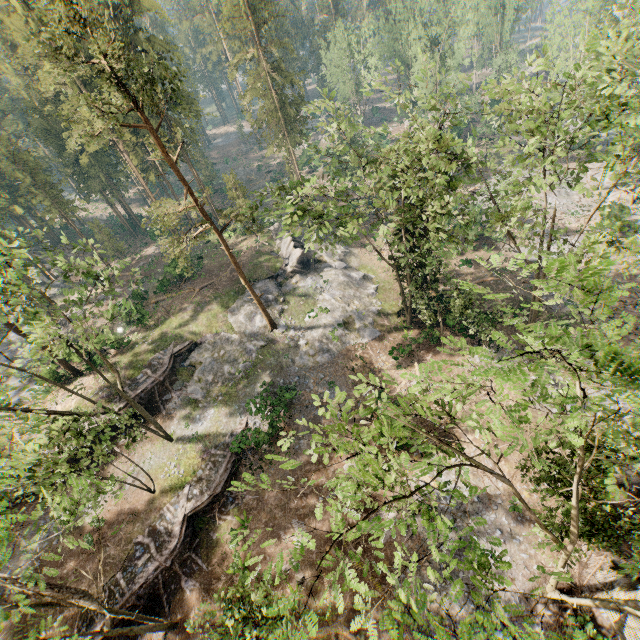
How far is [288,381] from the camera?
28.2m

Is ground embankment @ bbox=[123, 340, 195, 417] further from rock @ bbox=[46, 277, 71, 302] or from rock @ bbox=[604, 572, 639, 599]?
rock @ bbox=[604, 572, 639, 599]

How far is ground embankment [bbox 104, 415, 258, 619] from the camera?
19.9 meters

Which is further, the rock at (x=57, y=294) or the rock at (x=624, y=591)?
the rock at (x=57, y=294)

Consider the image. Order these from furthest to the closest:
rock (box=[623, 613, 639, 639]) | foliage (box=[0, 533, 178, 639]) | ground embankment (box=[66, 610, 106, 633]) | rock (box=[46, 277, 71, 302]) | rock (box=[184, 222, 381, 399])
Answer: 1. rock (box=[46, 277, 71, 302])
2. rock (box=[184, 222, 381, 399])
3. ground embankment (box=[66, 610, 106, 633])
4. rock (box=[623, 613, 639, 639])
5. foliage (box=[0, 533, 178, 639])

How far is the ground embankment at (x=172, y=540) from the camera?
19.94m

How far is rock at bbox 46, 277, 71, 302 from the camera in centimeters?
4616cm
